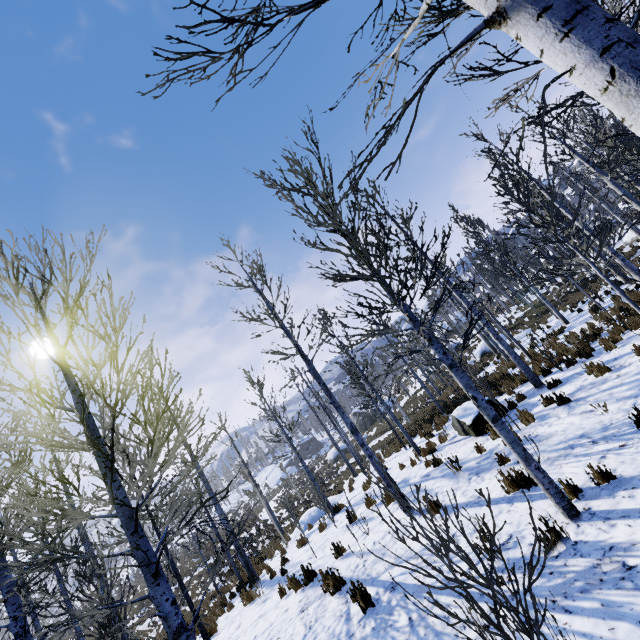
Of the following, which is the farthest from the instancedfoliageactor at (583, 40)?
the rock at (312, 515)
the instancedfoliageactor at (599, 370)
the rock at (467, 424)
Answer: the instancedfoliageactor at (599, 370)

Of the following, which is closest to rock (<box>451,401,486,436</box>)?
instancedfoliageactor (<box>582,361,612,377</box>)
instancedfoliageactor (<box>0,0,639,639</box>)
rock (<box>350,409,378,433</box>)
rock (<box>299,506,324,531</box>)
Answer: instancedfoliageactor (<box>0,0,639,639</box>)

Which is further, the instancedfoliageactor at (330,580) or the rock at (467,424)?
the rock at (467,424)

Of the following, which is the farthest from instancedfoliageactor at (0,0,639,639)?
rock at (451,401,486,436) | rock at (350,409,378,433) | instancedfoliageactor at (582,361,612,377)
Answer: rock at (350,409,378,433)

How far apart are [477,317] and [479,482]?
5.6m

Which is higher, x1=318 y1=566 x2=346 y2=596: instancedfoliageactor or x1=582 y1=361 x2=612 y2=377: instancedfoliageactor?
x1=318 y1=566 x2=346 y2=596: instancedfoliageactor

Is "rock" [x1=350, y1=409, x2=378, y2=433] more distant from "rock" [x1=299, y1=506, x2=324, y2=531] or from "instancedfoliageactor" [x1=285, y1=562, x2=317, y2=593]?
"instancedfoliageactor" [x1=285, y1=562, x2=317, y2=593]

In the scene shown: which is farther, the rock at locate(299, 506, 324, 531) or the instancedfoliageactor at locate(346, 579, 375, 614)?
the rock at locate(299, 506, 324, 531)
